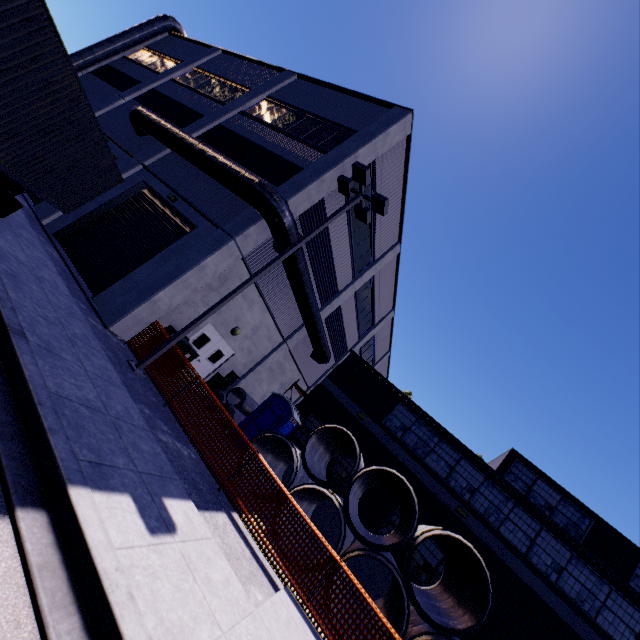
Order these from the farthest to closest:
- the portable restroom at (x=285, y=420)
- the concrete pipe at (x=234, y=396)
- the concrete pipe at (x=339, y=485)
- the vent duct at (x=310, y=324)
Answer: the concrete pipe at (x=234, y=396), the portable restroom at (x=285, y=420), the vent duct at (x=310, y=324), the concrete pipe at (x=339, y=485)

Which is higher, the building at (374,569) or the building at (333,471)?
the building at (333,471)

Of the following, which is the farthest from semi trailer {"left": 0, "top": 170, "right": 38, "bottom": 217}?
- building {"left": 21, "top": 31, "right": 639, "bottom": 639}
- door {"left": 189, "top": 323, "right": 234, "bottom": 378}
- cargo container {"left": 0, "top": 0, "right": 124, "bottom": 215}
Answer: door {"left": 189, "top": 323, "right": 234, "bottom": 378}

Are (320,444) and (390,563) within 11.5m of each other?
yes

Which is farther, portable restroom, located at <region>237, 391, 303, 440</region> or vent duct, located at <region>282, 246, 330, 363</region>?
portable restroom, located at <region>237, 391, 303, 440</region>

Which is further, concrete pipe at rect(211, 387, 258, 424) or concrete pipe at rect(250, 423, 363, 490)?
concrete pipe at rect(211, 387, 258, 424)

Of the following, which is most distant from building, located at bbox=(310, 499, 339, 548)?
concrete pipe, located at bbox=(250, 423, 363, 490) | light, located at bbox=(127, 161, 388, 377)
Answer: concrete pipe, located at bbox=(250, 423, 363, 490)

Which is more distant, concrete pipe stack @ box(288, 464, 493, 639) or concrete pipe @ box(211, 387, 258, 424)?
concrete pipe @ box(211, 387, 258, 424)
